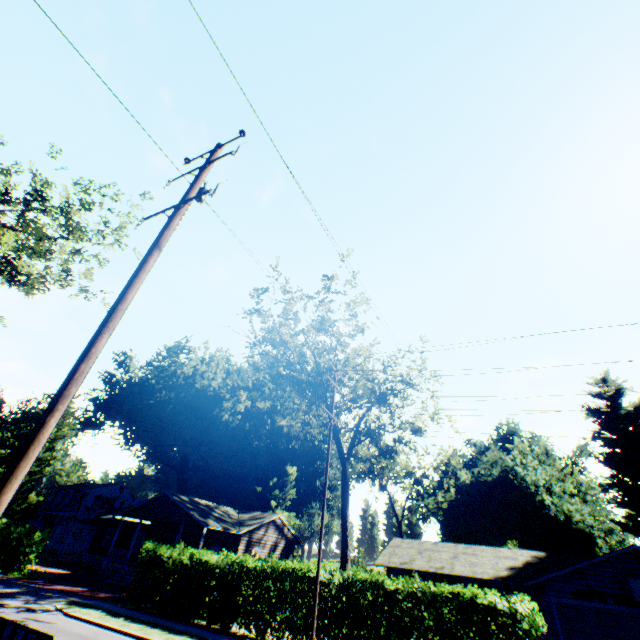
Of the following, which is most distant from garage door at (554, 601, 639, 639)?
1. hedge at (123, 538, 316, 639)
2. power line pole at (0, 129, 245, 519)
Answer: power line pole at (0, 129, 245, 519)

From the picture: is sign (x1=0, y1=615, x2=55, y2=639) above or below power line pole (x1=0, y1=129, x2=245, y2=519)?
below

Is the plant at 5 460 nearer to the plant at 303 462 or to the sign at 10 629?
the plant at 303 462

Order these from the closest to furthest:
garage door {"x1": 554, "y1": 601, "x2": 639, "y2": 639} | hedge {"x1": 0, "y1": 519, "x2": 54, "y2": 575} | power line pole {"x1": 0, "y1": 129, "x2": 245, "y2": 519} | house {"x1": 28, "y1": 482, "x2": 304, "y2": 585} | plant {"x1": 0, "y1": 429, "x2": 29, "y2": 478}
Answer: power line pole {"x1": 0, "y1": 129, "x2": 245, "y2": 519} → garage door {"x1": 554, "y1": 601, "x2": 639, "y2": 639} → hedge {"x1": 0, "y1": 519, "x2": 54, "y2": 575} → house {"x1": 28, "y1": 482, "x2": 304, "y2": 585} → plant {"x1": 0, "y1": 429, "x2": 29, "y2": 478}

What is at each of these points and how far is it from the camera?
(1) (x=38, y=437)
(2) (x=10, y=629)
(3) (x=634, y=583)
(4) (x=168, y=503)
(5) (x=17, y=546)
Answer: (1) power line pole, 4.1 meters
(2) sign, 3.1 meters
(3) basketball hoop, 16.5 meters
(4) house, 28.4 meters
(5) hedge, 23.4 meters

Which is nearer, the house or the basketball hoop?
the basketball hoop

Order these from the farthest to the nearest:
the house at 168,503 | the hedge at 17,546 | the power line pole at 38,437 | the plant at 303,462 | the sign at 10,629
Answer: the plant at 303,462, the house at 168,503, the hedge at 17,546, the power line pole at 38,437, the sign at 10,629

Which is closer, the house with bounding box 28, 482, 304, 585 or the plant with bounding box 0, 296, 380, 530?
the house with bounding box 28, 482, 304, 585
